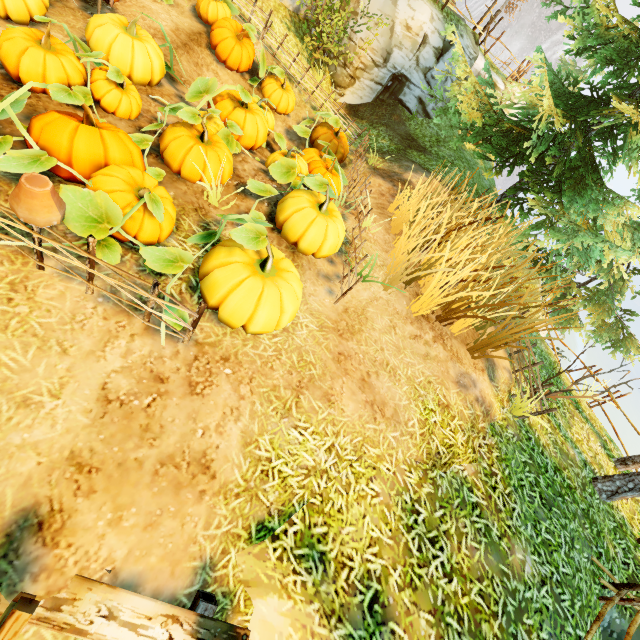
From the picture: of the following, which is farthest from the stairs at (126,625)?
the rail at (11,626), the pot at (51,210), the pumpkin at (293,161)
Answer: the pot at (51,210)

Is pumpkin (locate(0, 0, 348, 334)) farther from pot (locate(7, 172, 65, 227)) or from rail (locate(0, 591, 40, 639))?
rail (locate(0, 591, 40, 639))

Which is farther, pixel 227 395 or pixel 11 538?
pixel 227 395

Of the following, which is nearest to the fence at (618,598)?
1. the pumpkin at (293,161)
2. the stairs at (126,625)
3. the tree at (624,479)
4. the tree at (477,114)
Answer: the stairs at (126,625)

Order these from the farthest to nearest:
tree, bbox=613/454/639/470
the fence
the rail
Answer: tree, bbox=613/454/639/470
the fence
the rail

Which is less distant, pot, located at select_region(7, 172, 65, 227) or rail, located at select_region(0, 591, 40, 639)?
rail, located at select_region(0, 591, 40, 639)

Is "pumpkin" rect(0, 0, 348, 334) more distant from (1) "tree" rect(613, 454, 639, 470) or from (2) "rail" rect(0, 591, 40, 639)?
(1) "tree" rect(613, 454, 639, 470)

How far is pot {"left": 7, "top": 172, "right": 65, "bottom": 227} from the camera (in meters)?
2.45
